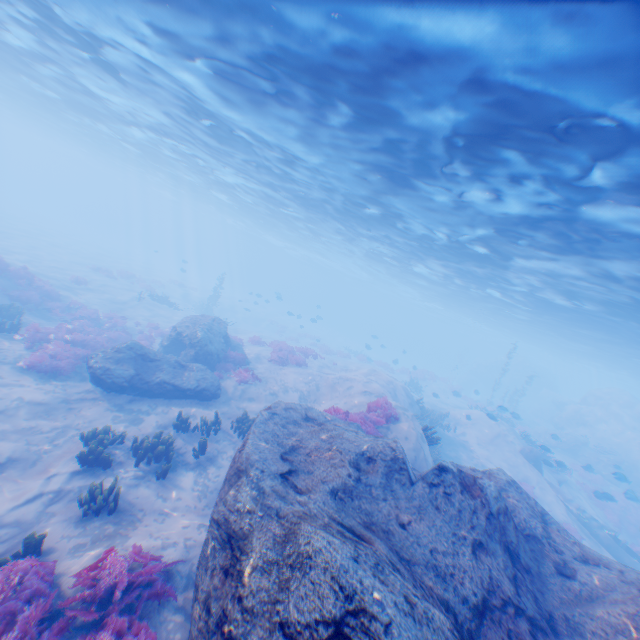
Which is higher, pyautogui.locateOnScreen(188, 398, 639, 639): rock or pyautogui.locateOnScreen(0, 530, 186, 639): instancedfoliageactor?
pyautogui.locateOnScreen(188, 398, 639, 639): rock

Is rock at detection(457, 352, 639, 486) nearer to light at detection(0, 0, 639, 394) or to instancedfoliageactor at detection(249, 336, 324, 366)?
light at detection(0, 0, 639, 394)

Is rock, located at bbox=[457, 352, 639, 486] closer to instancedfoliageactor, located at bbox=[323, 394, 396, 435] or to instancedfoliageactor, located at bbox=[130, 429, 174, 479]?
instancedfoliageactor, located at bbox=[323, 394, 396, 435]

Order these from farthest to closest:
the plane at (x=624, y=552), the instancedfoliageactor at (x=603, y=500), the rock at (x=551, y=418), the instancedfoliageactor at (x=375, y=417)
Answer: the rock at (x=551, y=418) → the instancedfoliageactor at (x=603, y=500) → the plane at (x=624, y=552) → the instancedfoliageactor at (x=375, y=417)

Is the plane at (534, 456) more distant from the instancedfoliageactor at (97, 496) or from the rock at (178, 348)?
the instancedfoliageactor at (97, 496)

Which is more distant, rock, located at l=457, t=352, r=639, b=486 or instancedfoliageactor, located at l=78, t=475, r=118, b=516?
rock, located at l=457, t=352, r=639, b=486

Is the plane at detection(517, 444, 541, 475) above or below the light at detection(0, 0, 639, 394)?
below

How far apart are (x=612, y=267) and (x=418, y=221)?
9.2m
